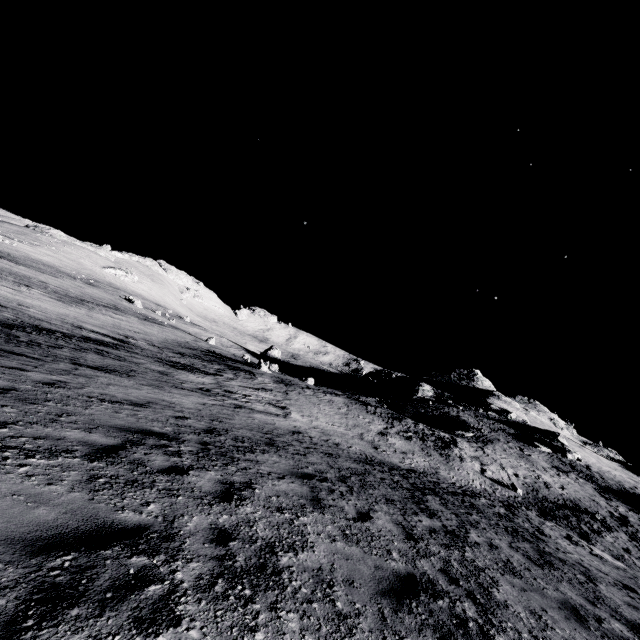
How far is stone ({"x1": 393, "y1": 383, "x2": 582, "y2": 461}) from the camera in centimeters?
4069cm

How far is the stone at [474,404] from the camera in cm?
4069

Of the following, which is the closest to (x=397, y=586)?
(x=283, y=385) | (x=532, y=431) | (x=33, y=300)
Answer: (x=283, y=385)
